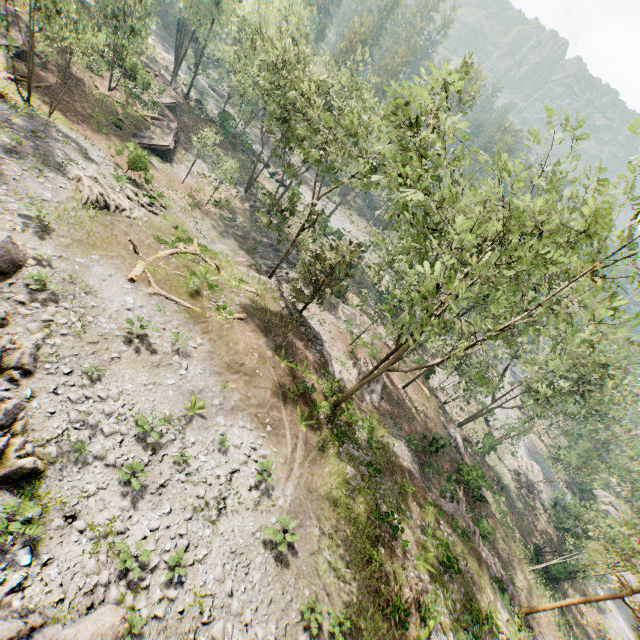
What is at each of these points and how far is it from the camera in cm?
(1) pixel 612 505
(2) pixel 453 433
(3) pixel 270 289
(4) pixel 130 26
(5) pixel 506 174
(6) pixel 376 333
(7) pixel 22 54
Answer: (1) foliage, 5281
(2) ground embankment, 3434
(3) ground embankment, 2734
(4) foliage, 3256
(5) foliage, 992
(6) ground embankment, 3803
(7) ground embankment, 2758

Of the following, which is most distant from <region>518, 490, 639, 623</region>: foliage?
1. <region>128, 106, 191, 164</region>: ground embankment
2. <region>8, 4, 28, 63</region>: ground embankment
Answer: <region>128, 106, 191, 164</region>: ground embankment

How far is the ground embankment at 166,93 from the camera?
42.2m

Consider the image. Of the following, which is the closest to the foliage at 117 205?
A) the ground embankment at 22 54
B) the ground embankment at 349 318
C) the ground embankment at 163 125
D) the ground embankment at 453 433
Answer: the ground embankment at 349 318

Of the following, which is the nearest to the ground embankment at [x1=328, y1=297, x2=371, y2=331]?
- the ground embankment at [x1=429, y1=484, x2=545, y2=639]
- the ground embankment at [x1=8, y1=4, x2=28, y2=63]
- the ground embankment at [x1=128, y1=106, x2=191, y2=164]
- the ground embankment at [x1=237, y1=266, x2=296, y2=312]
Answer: the ground embankment at [x1=128, y1=106, x2=191, y2=164]

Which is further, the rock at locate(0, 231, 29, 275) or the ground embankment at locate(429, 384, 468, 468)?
the ground embankment at locate(429, 384, 468, 468)

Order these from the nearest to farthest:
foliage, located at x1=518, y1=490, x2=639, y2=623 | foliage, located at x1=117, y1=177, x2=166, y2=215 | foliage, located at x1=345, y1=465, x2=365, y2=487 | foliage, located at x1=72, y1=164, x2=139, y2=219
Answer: foliage, located at x1=518, y1=490, x2=639, y2=623 → foliage, located at x1=345, y1=465, x2=365, y2=487 → foliage, located at x1=72, y1=164, x2=139, y2=219 → foliage, located at x1=117, y1=177, x2=166, y2=215

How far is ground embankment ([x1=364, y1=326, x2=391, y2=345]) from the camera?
36.3m
